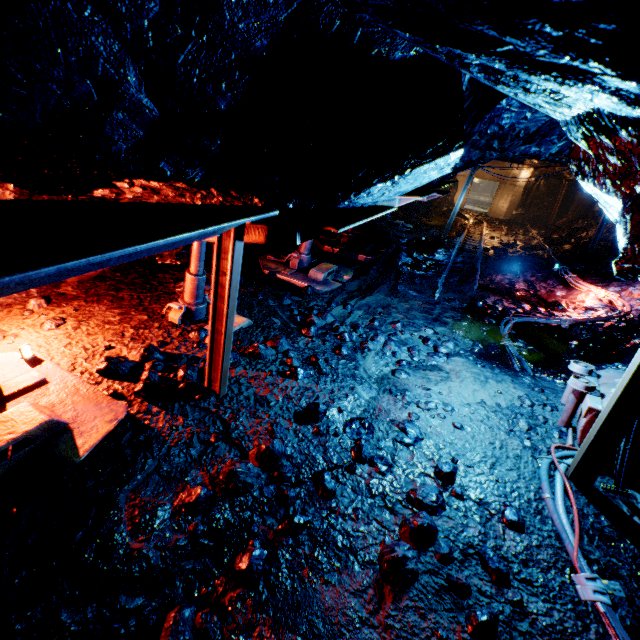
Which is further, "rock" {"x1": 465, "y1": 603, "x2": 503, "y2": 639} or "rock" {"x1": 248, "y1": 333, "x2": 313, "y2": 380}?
"rock" {"x1": 248, "y1": 333, "x2": 313, "y2": 380}

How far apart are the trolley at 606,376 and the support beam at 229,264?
3.9 meters

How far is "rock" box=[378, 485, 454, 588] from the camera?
2.34m

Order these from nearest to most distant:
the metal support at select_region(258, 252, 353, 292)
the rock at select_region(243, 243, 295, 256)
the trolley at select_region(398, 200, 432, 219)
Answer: the metal support at select_region(258, 252, 353, 292) → the rock at select_region(243, 243, 295, 256) → the trolley at select_region(398, 200, 432, 219)

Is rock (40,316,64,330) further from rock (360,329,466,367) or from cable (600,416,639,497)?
cable (600,416,639,497)

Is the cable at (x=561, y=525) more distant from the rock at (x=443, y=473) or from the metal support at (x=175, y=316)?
the metal support at (x=175, y=316)

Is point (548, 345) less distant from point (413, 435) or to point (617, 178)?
point (413, 435)

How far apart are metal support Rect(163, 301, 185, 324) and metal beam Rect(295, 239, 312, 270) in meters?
3.4
